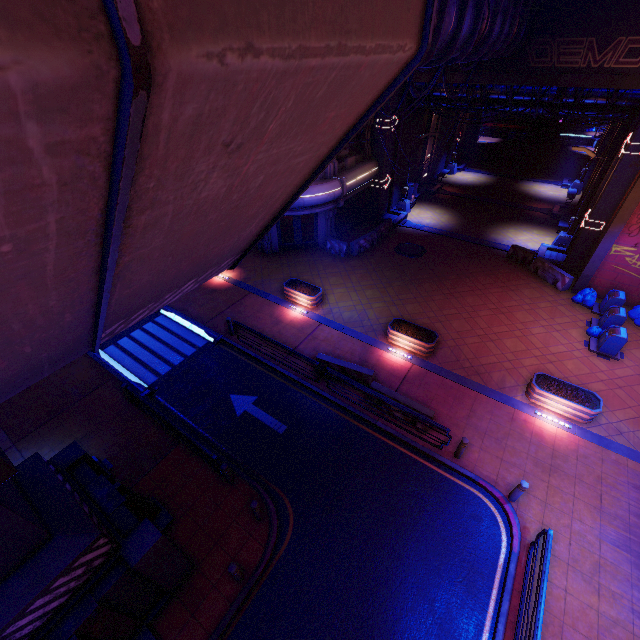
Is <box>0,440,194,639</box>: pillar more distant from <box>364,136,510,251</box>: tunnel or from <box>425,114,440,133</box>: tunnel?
<box>425,114,440,133</box>: tunnel

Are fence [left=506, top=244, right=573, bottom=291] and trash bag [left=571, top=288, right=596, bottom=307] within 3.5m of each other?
yes

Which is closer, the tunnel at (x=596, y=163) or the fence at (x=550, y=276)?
the fence at (x=550, y=276)

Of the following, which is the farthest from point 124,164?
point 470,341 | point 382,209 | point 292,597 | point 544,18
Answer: point 382,209

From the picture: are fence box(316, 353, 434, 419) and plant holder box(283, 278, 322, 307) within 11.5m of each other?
yes

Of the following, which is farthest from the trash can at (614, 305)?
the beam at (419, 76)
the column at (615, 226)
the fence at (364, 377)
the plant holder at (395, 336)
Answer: the fence at (364, 377)

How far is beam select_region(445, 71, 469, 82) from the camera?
17.2 meters

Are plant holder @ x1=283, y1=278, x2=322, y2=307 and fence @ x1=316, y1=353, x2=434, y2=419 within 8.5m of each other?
yes
